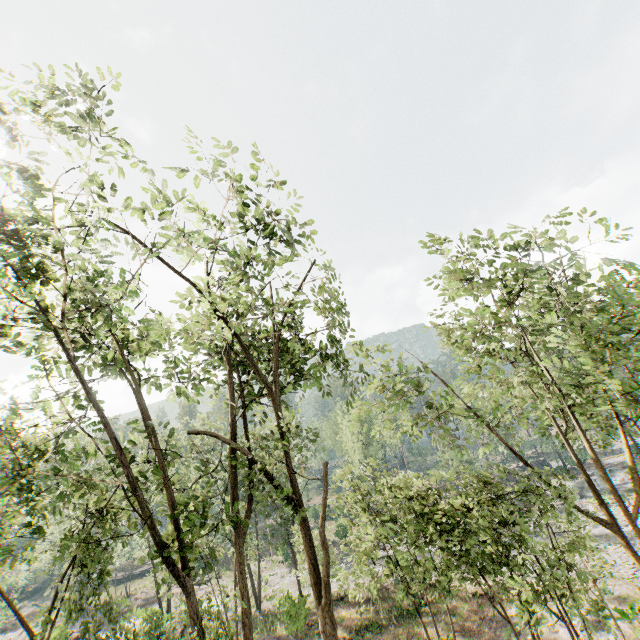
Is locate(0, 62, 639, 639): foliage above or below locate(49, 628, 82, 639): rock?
above

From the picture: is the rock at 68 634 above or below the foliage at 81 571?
below

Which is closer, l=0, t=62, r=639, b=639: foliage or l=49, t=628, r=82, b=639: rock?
l=0, t=62, r=639, b=639: foliage

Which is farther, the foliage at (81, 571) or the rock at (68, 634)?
the rock at (68, 634)

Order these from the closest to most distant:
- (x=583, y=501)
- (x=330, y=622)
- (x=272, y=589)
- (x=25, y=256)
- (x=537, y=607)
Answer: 1. (x=25, y=256)
2. (x=330, y=622)
3. (x=537, y=607)
4. (x=272, y=589)
5. (x=583, y=501)
